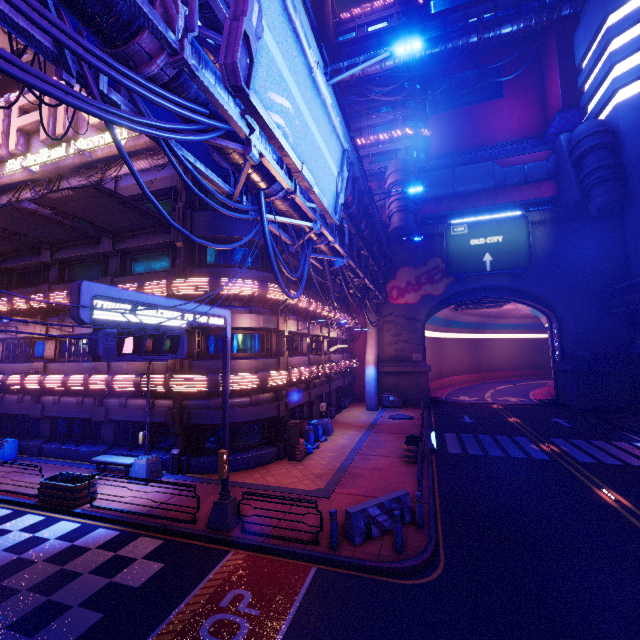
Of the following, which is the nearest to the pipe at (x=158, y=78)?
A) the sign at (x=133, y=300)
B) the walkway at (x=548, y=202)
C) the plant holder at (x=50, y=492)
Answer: the sign at (x=133, y=300)

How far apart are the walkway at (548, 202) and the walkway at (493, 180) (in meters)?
1.47

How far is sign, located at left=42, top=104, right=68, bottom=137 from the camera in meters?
17.8

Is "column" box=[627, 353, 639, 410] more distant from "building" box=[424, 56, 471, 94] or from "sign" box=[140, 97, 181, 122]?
"sign" box=[140, 97, 181, 122]

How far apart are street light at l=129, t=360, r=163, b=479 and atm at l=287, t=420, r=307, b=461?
5.95m

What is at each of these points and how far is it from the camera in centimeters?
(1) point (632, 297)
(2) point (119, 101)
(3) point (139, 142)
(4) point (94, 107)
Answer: (1) pipe, 2458cm
(2) pipe, 645cm
(3) sign, 1678cm
(4) cable, 450cm

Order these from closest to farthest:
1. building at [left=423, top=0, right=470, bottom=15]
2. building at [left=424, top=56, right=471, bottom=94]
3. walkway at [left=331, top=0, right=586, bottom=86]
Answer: walkway at [left=331, top=0, right=586, bottom=86] → building at [left=424, top=56, right=471, bottom=94] → building at [left=423, top=0, right=470, bottom=15]

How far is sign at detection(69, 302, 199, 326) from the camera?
6.5m
